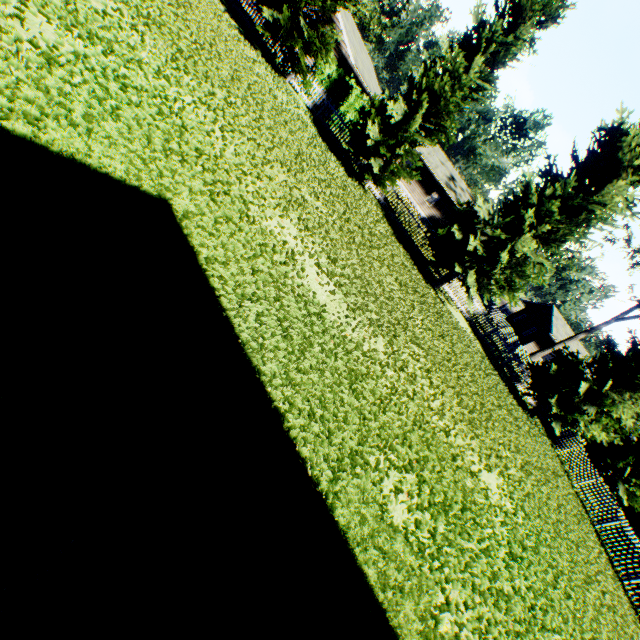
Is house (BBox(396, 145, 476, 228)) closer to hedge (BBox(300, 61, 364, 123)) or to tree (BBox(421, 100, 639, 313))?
hedge (BBox(300, 61, 364, 123))

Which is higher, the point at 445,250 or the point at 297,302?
the point at 445,250

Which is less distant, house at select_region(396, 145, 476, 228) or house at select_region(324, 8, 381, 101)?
house at select_region(324, 8, 381, 101)

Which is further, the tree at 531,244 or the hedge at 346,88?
the hedge at 346,88

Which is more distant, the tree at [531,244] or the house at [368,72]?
the house at [368,72]

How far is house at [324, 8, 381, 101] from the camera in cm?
2228

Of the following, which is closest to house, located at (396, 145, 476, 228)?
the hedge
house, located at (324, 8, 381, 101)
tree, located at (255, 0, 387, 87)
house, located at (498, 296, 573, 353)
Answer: the hedge

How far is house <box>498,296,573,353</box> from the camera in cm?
3812
